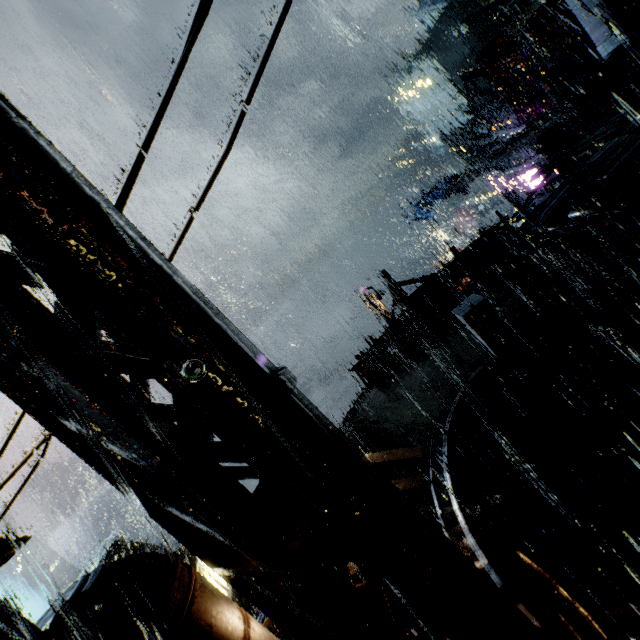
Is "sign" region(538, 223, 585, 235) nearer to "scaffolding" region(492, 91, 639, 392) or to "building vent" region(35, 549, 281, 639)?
"scaffolding" region(492, 91, 639, 392)

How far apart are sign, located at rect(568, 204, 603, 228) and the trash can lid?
12.8m

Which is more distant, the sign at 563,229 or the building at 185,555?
the building at 185,555

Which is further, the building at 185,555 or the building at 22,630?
the building at 185,555

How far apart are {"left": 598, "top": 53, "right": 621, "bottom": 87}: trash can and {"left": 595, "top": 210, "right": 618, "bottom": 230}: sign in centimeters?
1317cm

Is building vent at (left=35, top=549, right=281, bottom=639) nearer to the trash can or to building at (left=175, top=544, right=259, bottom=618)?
building at (left=175, top=544, right=259, bottom=618)

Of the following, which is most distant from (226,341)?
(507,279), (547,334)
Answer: (507,279)

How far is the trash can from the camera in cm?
1698
